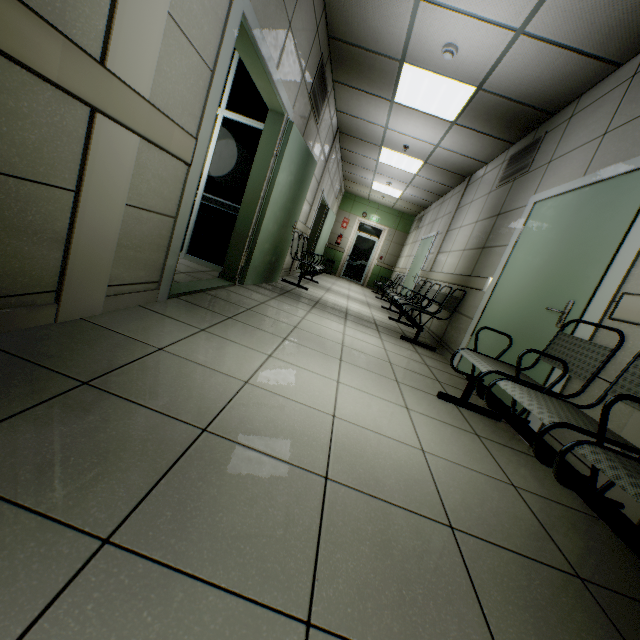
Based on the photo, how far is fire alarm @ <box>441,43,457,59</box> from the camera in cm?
342

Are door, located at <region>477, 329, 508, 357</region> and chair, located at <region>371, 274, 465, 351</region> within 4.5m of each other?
yes

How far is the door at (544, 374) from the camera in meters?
2.4 m

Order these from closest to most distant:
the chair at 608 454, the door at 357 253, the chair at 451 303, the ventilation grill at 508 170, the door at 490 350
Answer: the chair at 608 454 → the door at 490 350 → the ventilation grill at 508 170 → the chair at 451 303 → the door at 357 253

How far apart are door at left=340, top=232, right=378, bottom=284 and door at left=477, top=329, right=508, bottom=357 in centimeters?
978cm

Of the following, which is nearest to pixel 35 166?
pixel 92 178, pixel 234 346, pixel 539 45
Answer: pixel 92 178

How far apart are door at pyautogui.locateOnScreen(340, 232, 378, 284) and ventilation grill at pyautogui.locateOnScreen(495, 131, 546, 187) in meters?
8.2 m

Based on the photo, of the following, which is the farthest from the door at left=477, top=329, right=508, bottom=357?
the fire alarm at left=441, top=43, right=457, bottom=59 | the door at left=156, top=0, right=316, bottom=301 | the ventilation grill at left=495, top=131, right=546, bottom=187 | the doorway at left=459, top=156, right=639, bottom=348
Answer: the door at left=156, top=0, right=316, bottom=301
